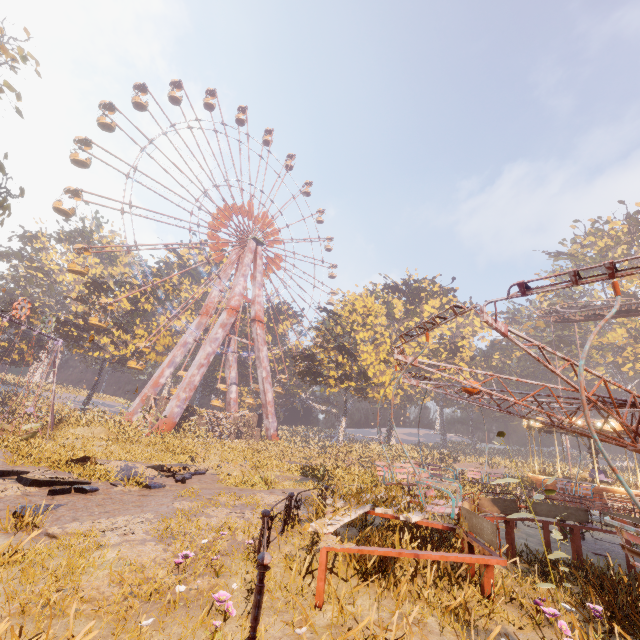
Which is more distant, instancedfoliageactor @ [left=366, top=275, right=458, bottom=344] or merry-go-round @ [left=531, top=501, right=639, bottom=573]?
instancedfoliageactor @ [left=366, top=275, right=458, bottom=344]

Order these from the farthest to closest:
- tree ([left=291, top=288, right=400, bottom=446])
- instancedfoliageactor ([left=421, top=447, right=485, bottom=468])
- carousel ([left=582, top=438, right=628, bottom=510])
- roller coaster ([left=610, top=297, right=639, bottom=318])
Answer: instancedfoliageactor ([left=421, top=447, right=485, bottom=468])
tree ([left=291, top=288, right=400, bottom=446])
roller coaster ([left=610, top=297, right=639, bottom=318])
carousel ([left=582, top=438, right=628, bottom=510])

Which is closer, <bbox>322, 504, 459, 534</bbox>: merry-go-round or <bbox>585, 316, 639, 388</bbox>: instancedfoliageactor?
<bbox>322, 504, 459, 534</bbox>: merry-go-round

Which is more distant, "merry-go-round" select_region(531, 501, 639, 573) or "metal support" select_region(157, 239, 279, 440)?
"metal support" select_region(157, 239, 279, 440)

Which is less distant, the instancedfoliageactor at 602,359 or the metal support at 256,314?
the metal support at 256,314

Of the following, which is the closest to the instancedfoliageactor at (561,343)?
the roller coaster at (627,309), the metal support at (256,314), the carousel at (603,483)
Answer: the carousel at (603,483)

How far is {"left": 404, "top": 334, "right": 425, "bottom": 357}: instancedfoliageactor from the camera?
47.0m

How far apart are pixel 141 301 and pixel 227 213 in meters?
17.1
